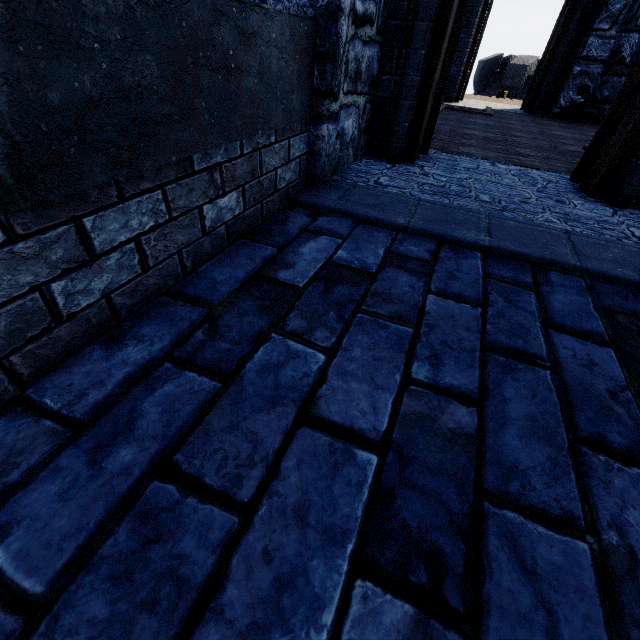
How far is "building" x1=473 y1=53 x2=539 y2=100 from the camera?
21.5m

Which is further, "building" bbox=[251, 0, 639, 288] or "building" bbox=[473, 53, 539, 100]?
"building" bbox=[473, 53, 539, 100]

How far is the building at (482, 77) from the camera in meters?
21.5

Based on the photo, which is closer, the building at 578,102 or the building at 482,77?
the building at 578,102

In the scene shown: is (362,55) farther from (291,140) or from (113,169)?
(113,169)
